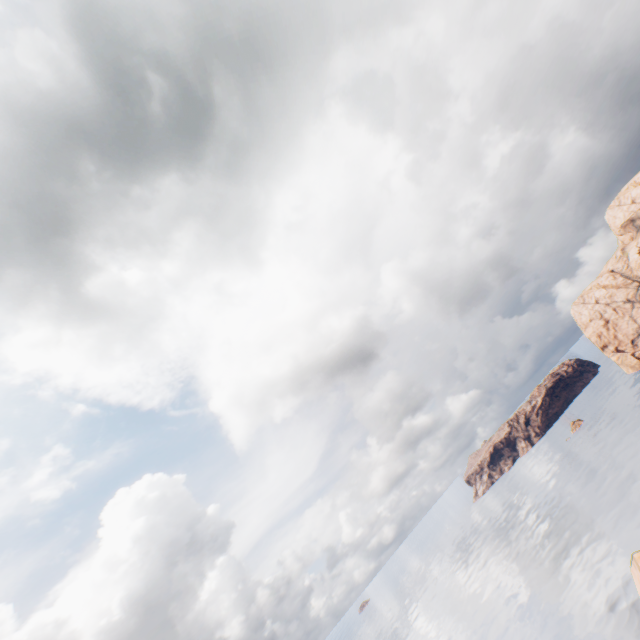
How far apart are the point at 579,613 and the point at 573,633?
3.3m
